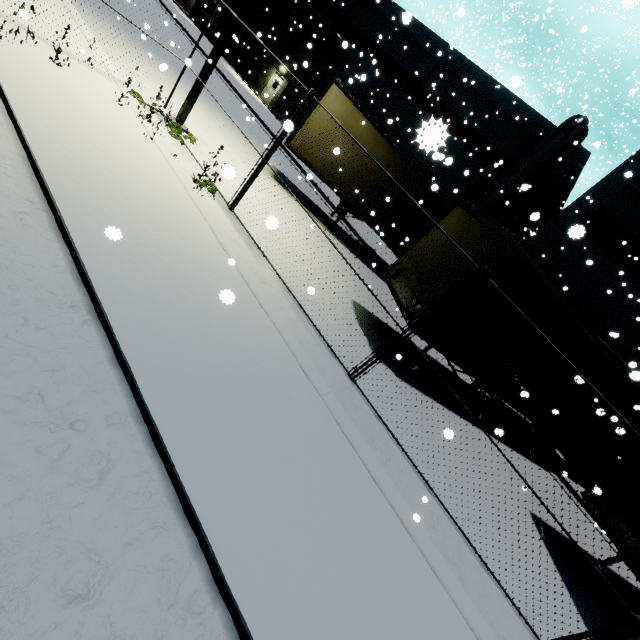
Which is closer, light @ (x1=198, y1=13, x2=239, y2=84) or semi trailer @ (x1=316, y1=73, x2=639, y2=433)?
semi trailer @ (x1=316, y1=73, x2=639, y2=433)

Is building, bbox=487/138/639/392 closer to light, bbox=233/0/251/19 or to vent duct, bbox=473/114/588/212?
vent duct, bbox=473/114/588/212

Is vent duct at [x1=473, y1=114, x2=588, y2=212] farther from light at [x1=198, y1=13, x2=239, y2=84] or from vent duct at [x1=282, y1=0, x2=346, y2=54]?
vent duct at [x1=282, y1=0, x2=346, y2=54]

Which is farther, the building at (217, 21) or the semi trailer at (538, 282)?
the building at (217, 21)

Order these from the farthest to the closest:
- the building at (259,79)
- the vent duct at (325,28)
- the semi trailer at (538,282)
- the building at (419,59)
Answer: the building at (259,79)
the vent duct at (325,28)
the building at (419,59)
the semi trailer at (538,282)

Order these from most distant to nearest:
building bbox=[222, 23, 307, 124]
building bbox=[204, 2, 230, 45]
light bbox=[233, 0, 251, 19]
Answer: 1. building bbox=[204, 2, 230, 45]
2. building bbox=[222, 23, 307, 124]
3. light bbox=[233, 0, 251, 19]

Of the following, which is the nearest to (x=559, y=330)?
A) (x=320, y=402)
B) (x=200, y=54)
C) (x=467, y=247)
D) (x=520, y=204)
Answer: (x=467, y=247)

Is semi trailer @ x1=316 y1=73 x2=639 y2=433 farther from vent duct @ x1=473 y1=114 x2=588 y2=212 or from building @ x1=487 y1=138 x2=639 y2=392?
building @ x1=487 y1=138 x2=639 y2=392
